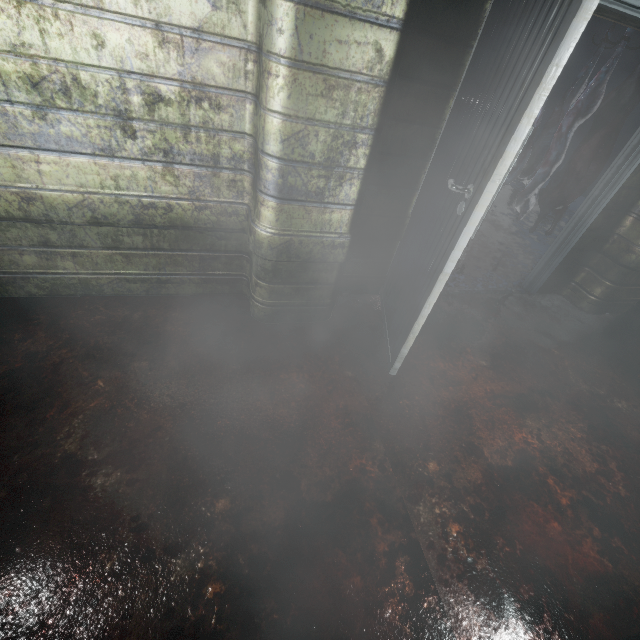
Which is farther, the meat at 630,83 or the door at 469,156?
the meat at 630,83

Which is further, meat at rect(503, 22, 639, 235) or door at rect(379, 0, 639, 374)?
meat at rect(503, 22, 639, 235)

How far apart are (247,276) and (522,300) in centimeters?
262cm
